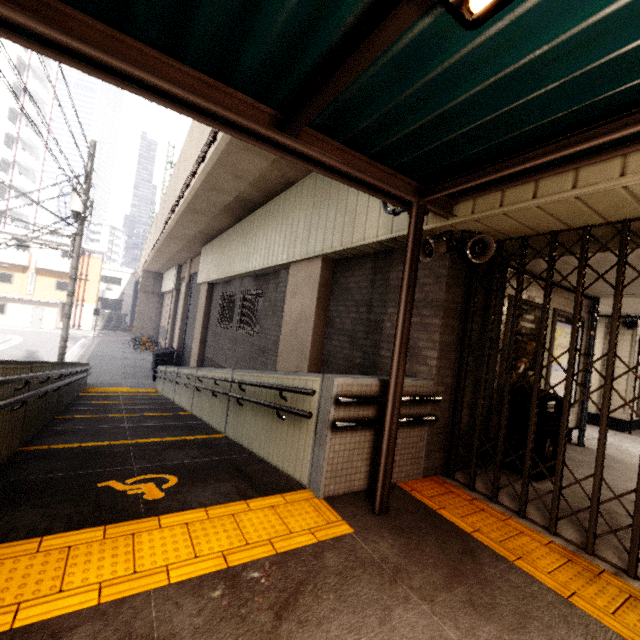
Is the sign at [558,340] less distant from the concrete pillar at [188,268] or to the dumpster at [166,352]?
the concrete pillar at [188,268]

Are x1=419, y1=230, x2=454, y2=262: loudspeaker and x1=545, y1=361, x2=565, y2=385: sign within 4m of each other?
yes

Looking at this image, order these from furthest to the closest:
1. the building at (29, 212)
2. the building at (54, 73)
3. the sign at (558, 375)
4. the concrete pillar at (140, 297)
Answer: the building at (54, 73)
the building at (29, 212)
the concrete pillar at (140, 297)
the sign at (558, 375)

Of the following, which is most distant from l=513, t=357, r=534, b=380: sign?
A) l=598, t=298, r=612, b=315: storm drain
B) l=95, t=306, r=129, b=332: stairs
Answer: l=95, t=306, r=129, b=332: stairs

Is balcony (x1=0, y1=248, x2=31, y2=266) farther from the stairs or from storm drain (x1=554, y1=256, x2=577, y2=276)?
storm drain (x1=554, y1=256, x2=577, y2=276)

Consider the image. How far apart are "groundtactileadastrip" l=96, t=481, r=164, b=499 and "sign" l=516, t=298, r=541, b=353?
4.40m

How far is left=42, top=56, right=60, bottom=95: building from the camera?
41.8 meters

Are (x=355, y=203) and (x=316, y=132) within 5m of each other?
yes
